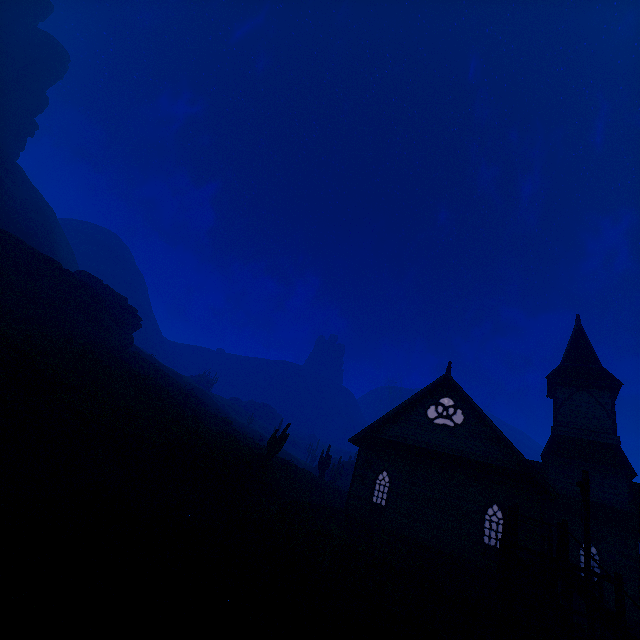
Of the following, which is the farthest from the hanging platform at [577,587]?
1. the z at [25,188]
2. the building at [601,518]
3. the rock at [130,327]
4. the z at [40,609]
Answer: the z at [25,188]

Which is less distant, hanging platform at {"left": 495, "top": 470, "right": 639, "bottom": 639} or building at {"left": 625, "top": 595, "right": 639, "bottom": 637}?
hanging platform at {"left": 495, "top": 470, "right": 639, "bottom": 639}

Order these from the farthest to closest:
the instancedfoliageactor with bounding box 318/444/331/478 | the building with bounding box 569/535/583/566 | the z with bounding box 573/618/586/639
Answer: the instancedfoliageactor with bounding box 318/444/331/478 → the building with bounding box 569/535/583/566 → the z with bounding box 573/618/586/639

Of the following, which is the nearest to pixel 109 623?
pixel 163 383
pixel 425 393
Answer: pixel 425 393

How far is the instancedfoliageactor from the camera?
32.9 meters

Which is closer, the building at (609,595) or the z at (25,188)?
the building at (609,595)

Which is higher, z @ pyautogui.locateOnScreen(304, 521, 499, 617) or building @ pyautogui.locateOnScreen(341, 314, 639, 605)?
building @ pyautogui.locateOnScreen(341, 314, 639, 605)
